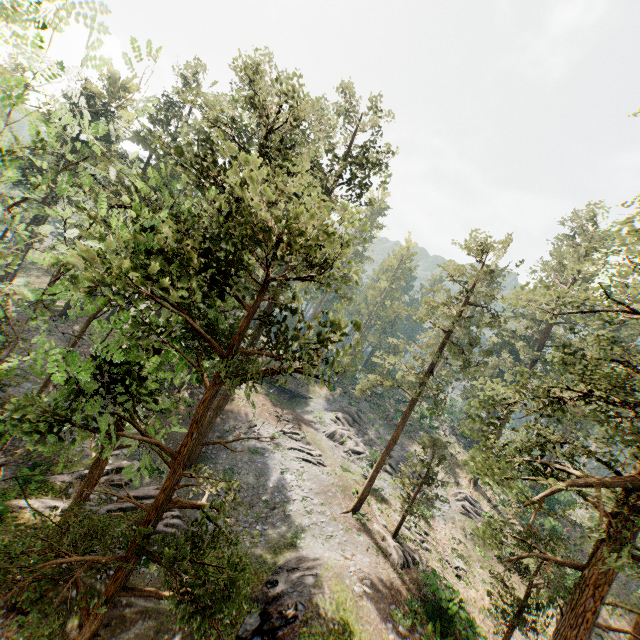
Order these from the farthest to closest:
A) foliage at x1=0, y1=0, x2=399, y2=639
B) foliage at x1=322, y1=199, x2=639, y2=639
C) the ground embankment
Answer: the ground embankment
foliage at x1=322, y1=199, x2=639, y2=639
foliage at x1=0, y1=0, x2=399, y2=639

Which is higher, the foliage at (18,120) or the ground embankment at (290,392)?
the foliage at (18,120)

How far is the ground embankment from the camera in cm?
4500

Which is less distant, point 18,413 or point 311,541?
point 18,413

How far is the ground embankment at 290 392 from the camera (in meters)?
45.00

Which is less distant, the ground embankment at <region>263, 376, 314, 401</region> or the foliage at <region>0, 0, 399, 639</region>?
the foliage at <region>0, 0, 399, 639</region>

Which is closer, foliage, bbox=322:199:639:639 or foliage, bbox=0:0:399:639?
foliage, bbox=0:0:399:639

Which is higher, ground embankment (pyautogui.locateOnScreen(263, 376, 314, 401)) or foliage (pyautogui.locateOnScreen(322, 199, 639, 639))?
foliage (pyautogui.locateOnScreen(322, 199, 639, 639))
